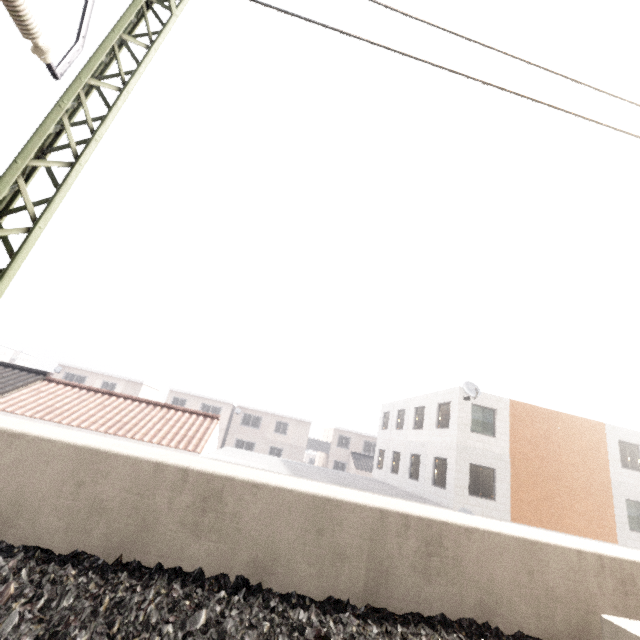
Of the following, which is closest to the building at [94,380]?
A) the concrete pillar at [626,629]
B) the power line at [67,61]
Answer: the power line at [67,61]

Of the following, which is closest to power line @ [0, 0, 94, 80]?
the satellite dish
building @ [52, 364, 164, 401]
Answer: the satellite dish

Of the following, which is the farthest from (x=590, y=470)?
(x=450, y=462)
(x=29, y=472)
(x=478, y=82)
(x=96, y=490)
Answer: (x=29, y=472)

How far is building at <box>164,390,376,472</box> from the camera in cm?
3772

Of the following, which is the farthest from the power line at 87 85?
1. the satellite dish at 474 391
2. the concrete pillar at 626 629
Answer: the satellite dish at 474 391

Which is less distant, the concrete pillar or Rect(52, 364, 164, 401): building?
the concrete pillar

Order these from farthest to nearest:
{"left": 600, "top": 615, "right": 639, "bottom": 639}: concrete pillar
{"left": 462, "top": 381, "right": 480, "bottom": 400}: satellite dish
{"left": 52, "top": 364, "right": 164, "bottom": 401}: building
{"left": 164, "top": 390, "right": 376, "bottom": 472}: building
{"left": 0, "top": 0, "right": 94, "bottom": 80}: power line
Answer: {"left": 164, "top": 390, "right": 376, "bottom": 472}: building → {"left": 52, "top": 364, "right": 164, "bottom": 401}: building → {"left": 462, "top": 381, "right": 480, "bottom": 400}: satellite dish → {"left": 0, "top": 0, "right": 94, "bottom": 80}: power line → {"left": 600, "top": 615, "right": 639, "bottom": 639}: concrete pillar

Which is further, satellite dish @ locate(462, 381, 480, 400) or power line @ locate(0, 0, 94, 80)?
satellite dish @ locate(462, 381, 480, 400)
